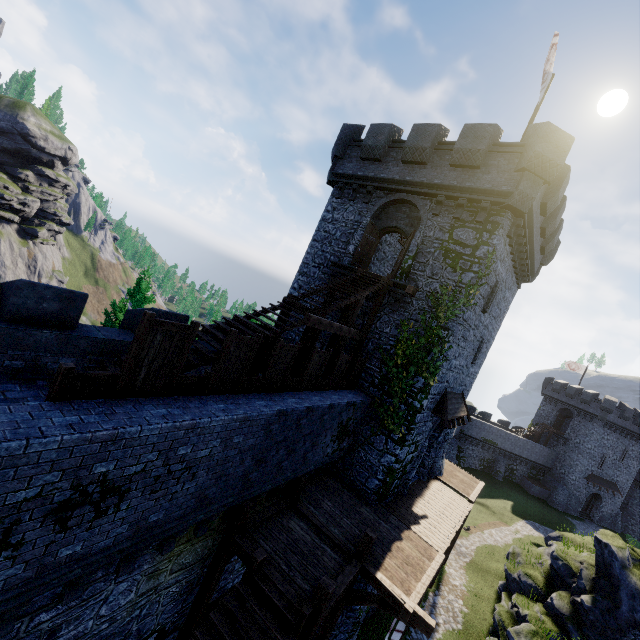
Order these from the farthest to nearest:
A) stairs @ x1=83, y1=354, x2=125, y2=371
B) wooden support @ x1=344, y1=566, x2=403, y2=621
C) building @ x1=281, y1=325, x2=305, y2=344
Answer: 1. building @ x1=281, y1=325, x2=305, y2=344
2. wooden support @ x1=344, y1=566, x2=403, y2=621
3. stairs @ x1=83, y1=354, x2=125, y2=371

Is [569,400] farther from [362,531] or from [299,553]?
[299,553]

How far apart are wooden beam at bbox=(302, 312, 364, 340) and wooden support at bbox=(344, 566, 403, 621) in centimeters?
746cm

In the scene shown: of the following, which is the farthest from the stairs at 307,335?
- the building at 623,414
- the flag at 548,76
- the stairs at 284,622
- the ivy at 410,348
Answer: the building at 623,414

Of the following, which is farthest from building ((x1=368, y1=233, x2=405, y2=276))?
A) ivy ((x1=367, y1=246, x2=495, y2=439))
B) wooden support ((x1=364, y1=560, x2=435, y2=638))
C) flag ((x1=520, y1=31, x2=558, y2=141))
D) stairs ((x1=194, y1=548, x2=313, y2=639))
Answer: stairs ((x1=194, y1=548, x2=313, y2=639))

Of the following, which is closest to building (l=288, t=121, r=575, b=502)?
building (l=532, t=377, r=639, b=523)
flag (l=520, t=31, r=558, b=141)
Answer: flag (l=520, t=31, r=558, b=141)

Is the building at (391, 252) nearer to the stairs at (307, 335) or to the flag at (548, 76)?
the stairs at (307, 335)

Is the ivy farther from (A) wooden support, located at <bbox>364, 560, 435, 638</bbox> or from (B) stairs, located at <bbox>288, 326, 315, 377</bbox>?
(A) wooden support, located at <bbox>364, 560, 435, 638</bbox>
